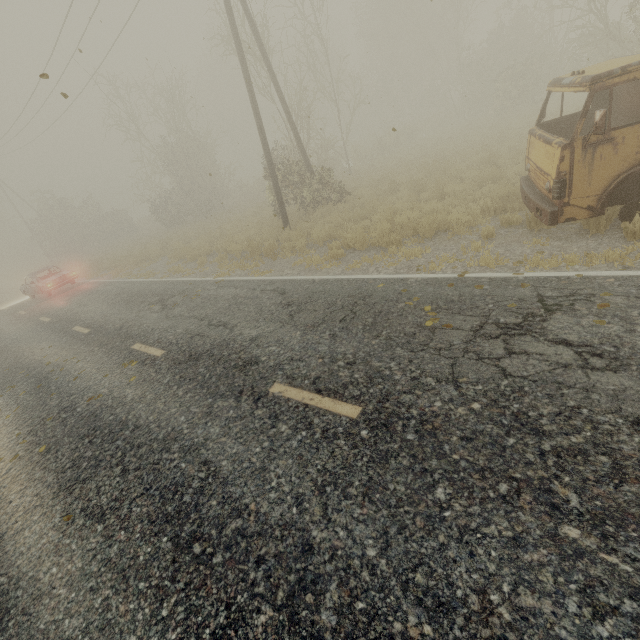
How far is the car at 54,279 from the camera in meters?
17.7 m

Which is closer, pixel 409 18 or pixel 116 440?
pixel 116 440

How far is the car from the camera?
17.7 meters

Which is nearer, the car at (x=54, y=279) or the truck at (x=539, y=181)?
the truck at (x=539, y=181)

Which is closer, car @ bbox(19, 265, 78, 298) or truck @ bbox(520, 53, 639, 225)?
truck @ bbox(520, 53, 639, 225)
